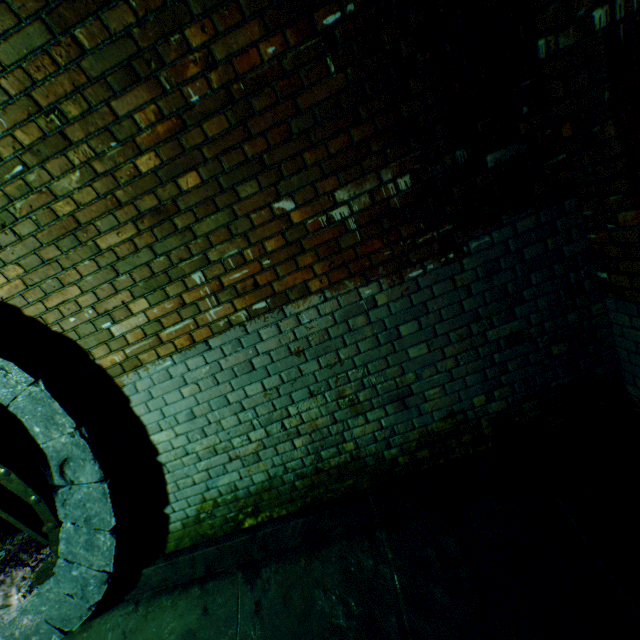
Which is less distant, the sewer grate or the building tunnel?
the building tunnel

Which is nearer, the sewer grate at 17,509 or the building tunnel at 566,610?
the building tunnel at 566,610

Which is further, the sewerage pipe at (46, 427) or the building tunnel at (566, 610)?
the sewerage pipe at (46, 427)

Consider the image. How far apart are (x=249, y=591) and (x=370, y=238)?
2.89m

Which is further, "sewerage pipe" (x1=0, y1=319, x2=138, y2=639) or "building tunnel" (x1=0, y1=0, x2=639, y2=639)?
"sewerage pipe" (x1=0, y1=319, x2=138, y2=639)
